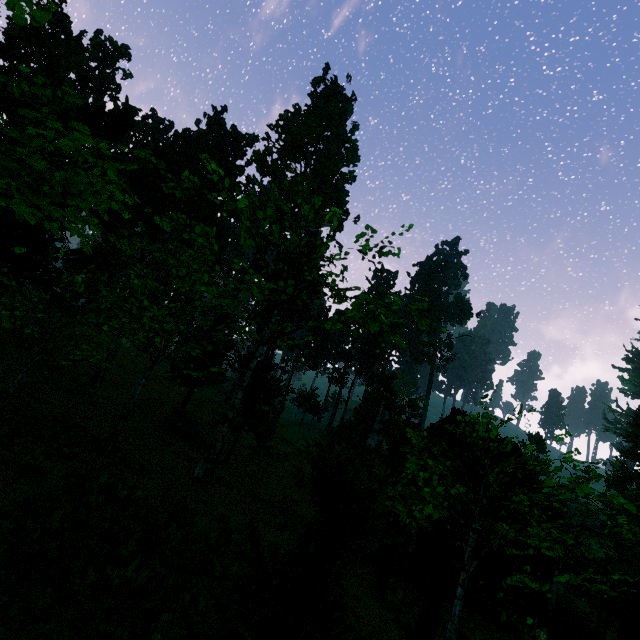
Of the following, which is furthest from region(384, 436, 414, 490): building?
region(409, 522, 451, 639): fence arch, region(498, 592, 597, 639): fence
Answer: region(498, 592, 597, 639): fence

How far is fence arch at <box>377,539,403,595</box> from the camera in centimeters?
995cm

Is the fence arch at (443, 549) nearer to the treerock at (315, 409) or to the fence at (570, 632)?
the treerock at (315, 409)

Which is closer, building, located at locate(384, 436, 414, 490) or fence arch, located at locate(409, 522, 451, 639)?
fence arch, located at locate(409, 522, 451, 639)

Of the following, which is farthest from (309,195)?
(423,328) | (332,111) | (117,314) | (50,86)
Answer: (423,328)

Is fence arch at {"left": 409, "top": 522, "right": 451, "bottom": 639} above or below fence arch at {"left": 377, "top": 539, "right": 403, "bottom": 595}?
above

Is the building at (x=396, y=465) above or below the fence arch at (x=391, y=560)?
above

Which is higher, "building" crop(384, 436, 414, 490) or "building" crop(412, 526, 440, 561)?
"building" crop(384, 436, 414, 490)
